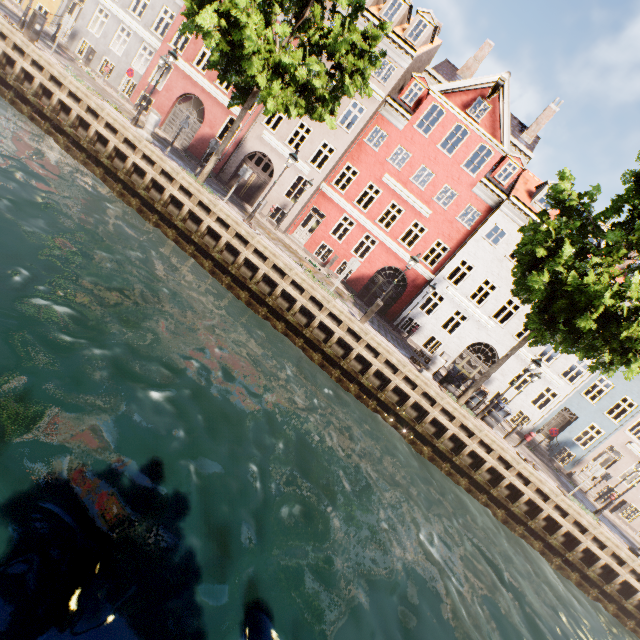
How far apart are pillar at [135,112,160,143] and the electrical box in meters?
5.7

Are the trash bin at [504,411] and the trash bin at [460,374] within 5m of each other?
yes

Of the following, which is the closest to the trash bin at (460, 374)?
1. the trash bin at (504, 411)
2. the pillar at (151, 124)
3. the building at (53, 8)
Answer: the trash bin at (504, 411)

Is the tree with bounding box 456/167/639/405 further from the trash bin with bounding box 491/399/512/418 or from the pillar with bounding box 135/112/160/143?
the pillar with bounding box 135/112/160/143

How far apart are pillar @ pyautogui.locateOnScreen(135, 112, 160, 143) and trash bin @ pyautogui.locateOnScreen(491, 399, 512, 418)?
19.7 meters

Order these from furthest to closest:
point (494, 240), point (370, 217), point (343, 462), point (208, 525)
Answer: point (494, 240)
point (370, 217)
point (343, 462)
point (208, 525)

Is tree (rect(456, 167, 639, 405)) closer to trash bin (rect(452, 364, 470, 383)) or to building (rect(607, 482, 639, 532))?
trash bin (rect(452, 364, 470, 383))

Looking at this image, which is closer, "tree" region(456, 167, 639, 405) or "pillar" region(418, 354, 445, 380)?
"tree" region(456, 167, 639, 405)
